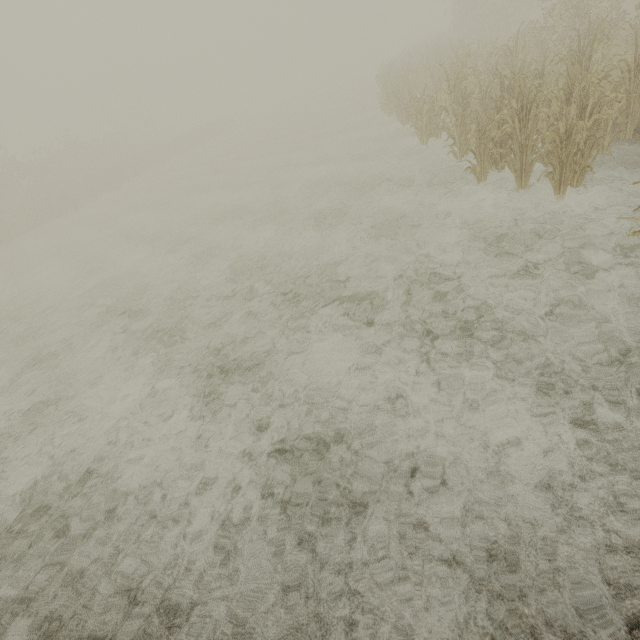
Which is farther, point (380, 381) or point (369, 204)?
point (369, 204)
